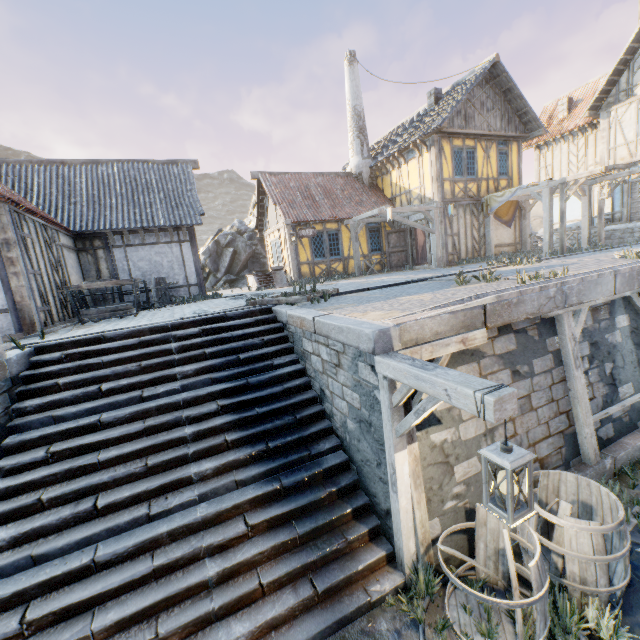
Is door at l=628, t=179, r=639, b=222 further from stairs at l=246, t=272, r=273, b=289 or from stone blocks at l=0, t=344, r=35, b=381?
stairs at l=246, t=272, r=273, b=289

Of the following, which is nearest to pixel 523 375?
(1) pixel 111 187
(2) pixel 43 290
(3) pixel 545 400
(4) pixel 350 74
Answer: (3) pixel 545 400

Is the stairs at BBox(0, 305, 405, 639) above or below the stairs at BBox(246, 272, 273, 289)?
below

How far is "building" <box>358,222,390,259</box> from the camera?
16.8 meters

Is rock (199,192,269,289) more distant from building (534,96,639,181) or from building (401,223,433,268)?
building (534,96,639,181)

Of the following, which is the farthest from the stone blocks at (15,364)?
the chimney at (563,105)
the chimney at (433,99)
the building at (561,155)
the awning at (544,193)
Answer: the chimney at (563,105)

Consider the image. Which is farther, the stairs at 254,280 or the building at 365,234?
the building at 365,234

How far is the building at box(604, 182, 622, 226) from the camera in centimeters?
1719cm
